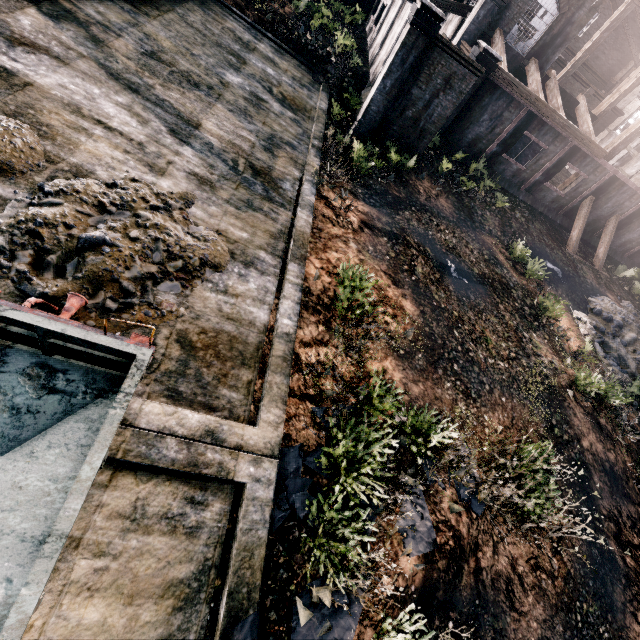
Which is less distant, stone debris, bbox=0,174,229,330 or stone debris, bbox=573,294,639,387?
stone debris, bbox=0,174,229,330

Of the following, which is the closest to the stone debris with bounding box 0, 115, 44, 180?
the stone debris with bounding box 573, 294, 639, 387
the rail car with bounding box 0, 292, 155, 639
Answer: the rail car with bounding box 0, 292, 155, 639

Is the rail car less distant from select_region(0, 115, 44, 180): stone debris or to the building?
select_region(0, 115, 44, 180): stone debris

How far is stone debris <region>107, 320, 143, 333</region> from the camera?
6.2 meters

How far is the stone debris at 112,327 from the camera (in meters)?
6.21

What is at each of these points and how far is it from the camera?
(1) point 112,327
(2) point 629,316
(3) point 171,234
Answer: (1) stone debris, 6.25m
(2) stone debris, 22.23m
(3) stone debris, 7.73m

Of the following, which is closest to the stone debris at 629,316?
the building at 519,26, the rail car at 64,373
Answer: the building at 519,26

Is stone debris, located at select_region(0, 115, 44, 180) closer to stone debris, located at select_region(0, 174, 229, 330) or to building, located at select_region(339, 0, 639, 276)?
stone debris, located at select_region(0, 174, 229, 330)
